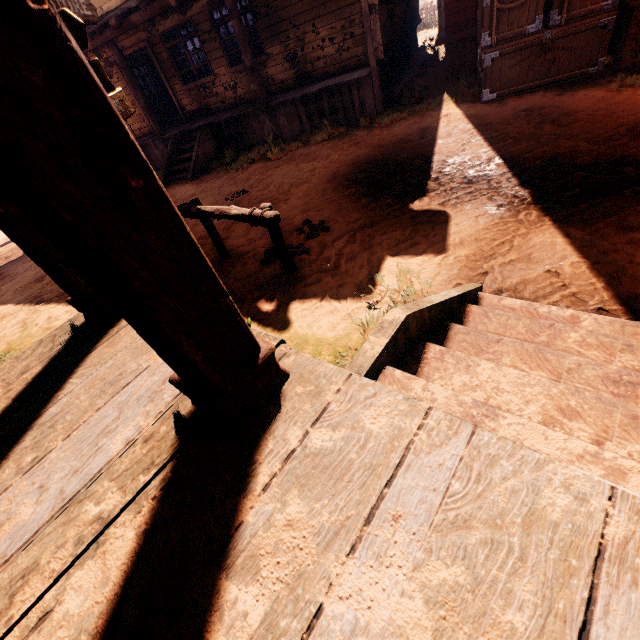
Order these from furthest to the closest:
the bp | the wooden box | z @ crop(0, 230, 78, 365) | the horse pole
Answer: the bp < the wooden box < z @ crop(0, 230, 78, 365) < the horse pole

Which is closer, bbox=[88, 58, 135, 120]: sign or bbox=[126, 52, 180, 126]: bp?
bbox=[88, 58, 135, 120]: sign

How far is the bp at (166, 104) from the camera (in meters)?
11.65

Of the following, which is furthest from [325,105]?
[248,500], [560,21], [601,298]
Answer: [248,500]

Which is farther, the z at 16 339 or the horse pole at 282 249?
the z at 16 339

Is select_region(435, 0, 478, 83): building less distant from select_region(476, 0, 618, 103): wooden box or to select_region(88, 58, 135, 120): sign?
select_region(476, 0, 618, 103): wooden box

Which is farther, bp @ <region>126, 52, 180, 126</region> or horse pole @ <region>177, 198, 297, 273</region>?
bp @ <region>126, 52, 180, 126</region>

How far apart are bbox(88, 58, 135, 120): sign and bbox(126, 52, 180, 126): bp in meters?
9.9
